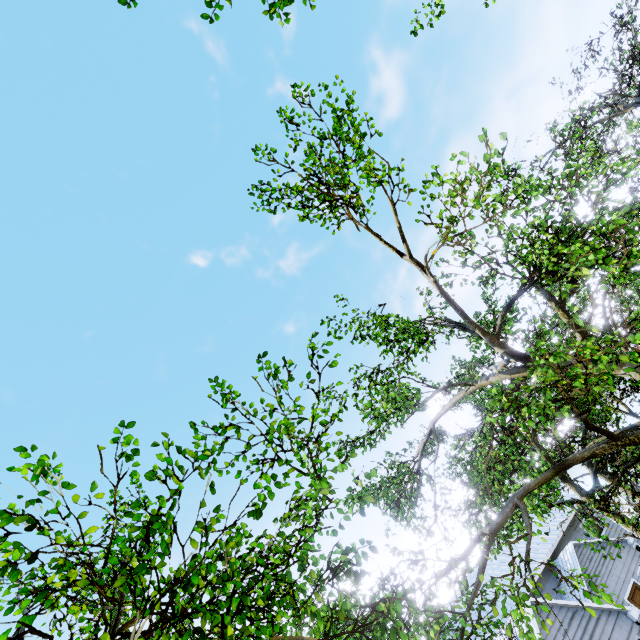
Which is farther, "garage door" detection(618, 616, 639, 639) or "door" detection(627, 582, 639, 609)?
"door" detection(627, 582, 639, 609)

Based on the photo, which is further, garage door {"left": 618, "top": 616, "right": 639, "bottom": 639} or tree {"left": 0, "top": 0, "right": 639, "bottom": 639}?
garage door {"left": 618, "top": 616, "right": 639, "bottom": 639}

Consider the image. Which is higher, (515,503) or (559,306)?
(559,306)

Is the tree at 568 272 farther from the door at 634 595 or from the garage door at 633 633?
the door at 634 595

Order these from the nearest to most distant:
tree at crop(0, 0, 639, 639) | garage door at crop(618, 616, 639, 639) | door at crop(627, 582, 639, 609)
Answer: tree at crop(0, 0, 639, 639) → garage door at crop(618, 616, 639, 639) → door at crop(627, 582, 639, 609)

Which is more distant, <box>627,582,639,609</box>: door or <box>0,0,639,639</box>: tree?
<box>627,582,639,609</box>: door

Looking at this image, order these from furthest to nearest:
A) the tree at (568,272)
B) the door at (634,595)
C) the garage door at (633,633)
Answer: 1. the door at (634,595)
2. the garage door at (633,633)
3. the tree at (568,272)

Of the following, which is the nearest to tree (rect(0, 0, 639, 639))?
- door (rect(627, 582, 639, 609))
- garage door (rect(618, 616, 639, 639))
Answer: garage door (rect(618, 616, 639, 639))
